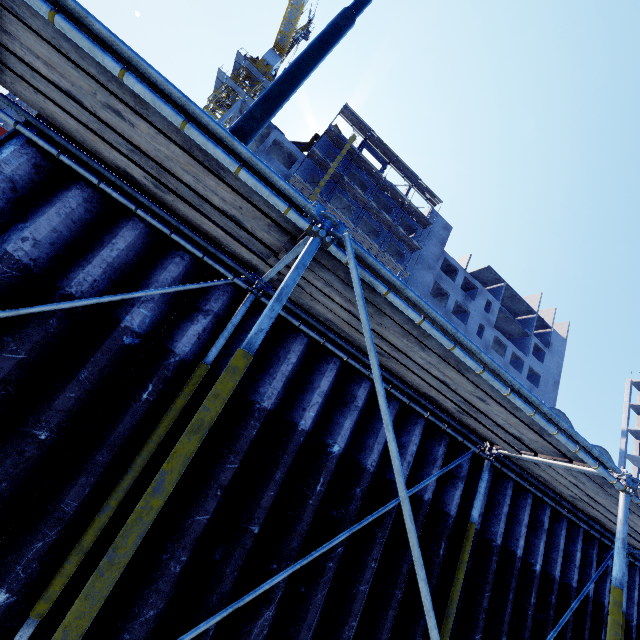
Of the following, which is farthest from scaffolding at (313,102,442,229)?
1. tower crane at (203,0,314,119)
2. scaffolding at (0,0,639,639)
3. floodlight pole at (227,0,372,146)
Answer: tower crane at (203,0,314,119)

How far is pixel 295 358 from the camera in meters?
3.6

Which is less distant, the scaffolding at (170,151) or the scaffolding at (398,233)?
the scaffolding at (170,151)

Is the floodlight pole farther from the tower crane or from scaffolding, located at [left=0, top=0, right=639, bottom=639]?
the tower crane

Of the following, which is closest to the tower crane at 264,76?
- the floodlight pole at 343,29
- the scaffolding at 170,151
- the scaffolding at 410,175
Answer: the scaffolding at 410,175

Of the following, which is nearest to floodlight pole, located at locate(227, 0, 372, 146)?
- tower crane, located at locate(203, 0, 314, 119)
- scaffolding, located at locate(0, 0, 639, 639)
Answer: scaffolding, located at locate(0, 0, 639, 639)

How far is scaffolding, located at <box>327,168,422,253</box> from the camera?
33.62m
